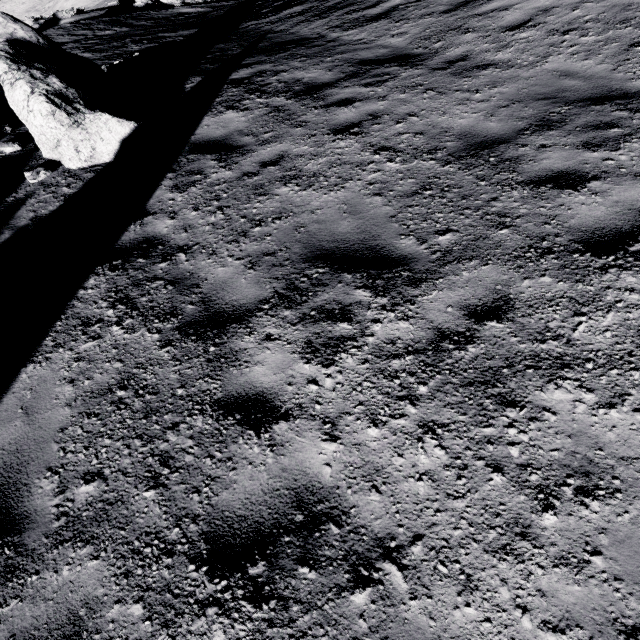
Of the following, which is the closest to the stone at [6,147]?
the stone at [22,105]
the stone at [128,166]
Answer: the stone at [22,105]

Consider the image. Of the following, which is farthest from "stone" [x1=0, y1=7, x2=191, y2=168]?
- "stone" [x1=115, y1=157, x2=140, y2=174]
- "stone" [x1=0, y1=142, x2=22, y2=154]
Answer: "stone" [x1=0, y1=142, x2=22, y2=154]

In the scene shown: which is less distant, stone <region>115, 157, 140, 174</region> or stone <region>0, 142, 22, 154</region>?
stone <region>115, 157, 140, 174</region>

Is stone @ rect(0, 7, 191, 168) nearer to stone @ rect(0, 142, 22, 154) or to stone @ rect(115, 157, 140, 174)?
stone @ rect(115, 157, 140, 174)

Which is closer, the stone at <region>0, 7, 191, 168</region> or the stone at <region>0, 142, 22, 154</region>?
the stone at <region>0, 7, 191, 168</region>

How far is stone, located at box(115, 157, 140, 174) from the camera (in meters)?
6.04

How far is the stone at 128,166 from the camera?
6.0m

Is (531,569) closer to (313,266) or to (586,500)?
(586,500)
